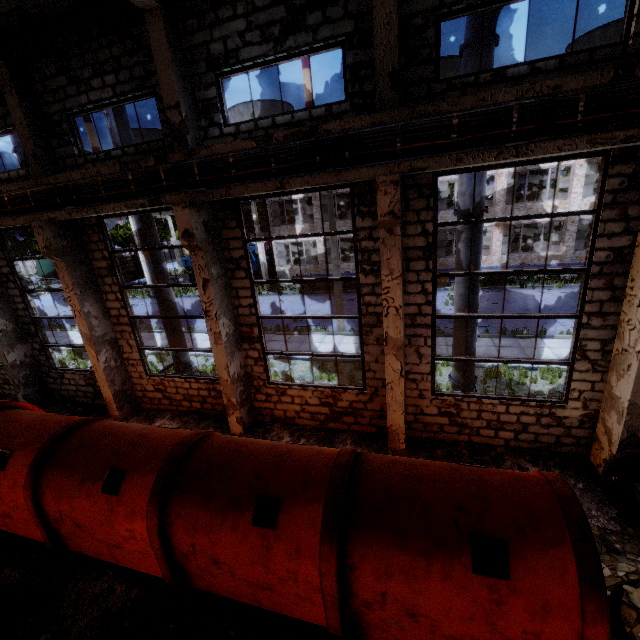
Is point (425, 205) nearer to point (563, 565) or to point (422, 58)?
point (422, 58)

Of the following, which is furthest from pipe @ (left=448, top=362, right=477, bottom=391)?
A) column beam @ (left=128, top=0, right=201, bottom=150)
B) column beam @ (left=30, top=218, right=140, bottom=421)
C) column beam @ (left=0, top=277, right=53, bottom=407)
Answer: column beam @ (left=0, top=277, right=53, bottom=407)

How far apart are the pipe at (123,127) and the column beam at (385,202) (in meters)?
7.30

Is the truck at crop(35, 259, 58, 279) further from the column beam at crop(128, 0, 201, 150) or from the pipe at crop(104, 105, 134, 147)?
the column beam at crop(128, 0, 201, 150)

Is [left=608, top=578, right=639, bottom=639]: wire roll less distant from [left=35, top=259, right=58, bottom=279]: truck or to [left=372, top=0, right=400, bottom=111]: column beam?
[left=372, top=0, right=400, bottom=111]: column beam

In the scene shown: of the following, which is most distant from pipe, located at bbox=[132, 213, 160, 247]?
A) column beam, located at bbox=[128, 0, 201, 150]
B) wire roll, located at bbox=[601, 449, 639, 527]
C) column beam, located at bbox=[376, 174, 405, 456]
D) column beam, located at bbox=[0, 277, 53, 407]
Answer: wire roll, located at bbox=[601, 449, 639, 527]

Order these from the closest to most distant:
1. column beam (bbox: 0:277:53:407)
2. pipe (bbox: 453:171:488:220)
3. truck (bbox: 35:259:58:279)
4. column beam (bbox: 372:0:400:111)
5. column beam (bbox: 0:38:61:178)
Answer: column beam (bbox: 372:0:400:111)
pipe (bbox: 453:171:488:220)
column beam (bbox: 0:38:61:178)
column beam (bbox: 0:277:53:407)
truck (bbox: 35:259:58:279)
